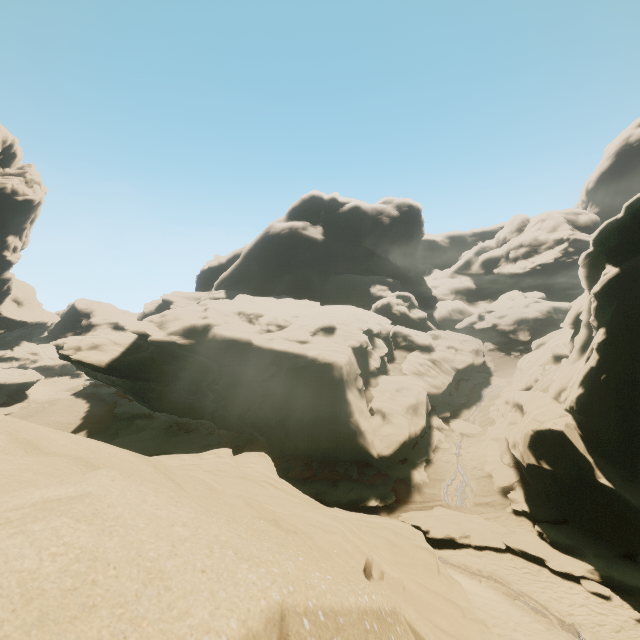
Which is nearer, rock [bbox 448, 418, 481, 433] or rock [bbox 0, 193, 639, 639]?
rock [bbox 0, 193, 639, 639]

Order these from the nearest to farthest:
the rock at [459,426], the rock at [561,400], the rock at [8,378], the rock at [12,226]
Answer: the rock at [561,400], the rock at [459,426], the rock at [8,378], the rock at [12,226]

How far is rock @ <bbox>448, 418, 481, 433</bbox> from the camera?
29.9m

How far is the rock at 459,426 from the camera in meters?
29.9

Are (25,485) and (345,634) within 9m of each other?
yes

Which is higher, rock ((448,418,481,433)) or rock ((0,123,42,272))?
rock ((0,123,42,272))
